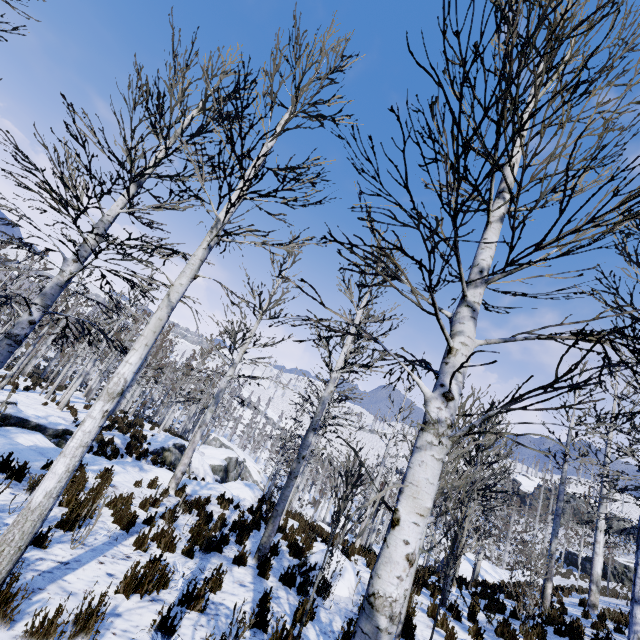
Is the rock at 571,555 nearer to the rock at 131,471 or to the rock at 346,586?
the rock at 131,471

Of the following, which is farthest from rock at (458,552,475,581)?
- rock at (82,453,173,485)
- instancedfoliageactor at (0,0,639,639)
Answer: rock at (82,453,173,485)

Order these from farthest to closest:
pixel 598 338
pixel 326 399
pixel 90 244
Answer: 1. pixel 326 399
2. pixel 90 244
3. pixel 598 338

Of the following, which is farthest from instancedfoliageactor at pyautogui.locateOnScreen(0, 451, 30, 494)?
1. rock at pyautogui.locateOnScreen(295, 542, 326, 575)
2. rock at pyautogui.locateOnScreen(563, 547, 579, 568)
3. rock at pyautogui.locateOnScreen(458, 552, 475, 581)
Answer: rock at pyautogui.locateOnScreen(563, 547, 579, 568)

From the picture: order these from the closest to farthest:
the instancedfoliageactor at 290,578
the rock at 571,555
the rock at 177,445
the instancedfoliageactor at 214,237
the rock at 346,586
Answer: the instancedfoliageactor at 214,237 < the instancedfoliageactor at 290,578 < the rock at 346,586 < the rock at 177,445 < the rock at 571,555

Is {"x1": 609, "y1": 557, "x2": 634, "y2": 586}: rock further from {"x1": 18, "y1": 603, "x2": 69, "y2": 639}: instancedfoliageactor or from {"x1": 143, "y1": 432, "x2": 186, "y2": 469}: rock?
{"x1": 143, "y1": 432, "x2": 186, "y2": 469}: rock

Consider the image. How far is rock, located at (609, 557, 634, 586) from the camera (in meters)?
32.47

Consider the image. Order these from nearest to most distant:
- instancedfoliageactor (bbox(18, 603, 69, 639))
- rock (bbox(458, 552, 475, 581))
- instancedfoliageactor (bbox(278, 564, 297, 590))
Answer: instancedfoliageactor (bbox(18, 603, 69, 639))
instancedfoliageactor (bbox(278, 564, 297, 590))
rock (bbox(458, 552, 475, 581))
